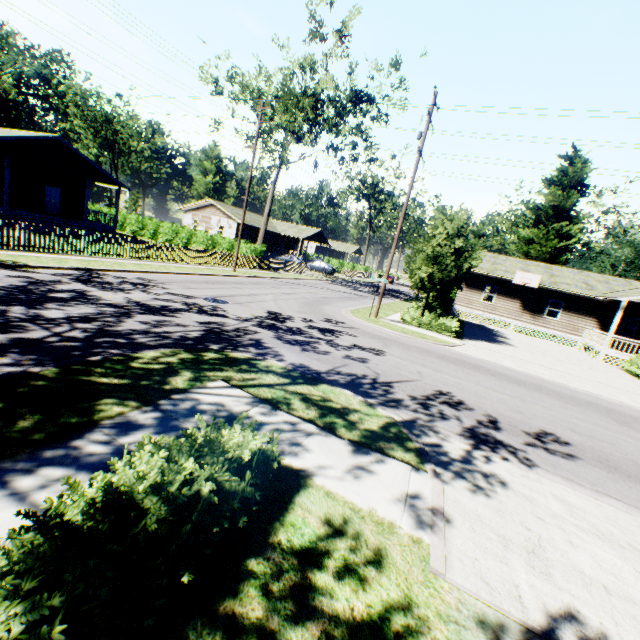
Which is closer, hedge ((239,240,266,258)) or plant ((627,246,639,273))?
hedge ((239,240,266,258))

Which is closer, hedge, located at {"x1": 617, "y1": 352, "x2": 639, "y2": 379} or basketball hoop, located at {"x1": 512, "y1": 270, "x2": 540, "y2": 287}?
hedge, located at {"x1": 617, "y1": 352, "x2": 639, "y2": 379}

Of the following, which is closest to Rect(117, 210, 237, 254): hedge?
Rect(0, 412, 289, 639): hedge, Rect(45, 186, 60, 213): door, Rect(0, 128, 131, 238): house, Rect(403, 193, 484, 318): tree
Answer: Rect(0, 128, 131, 238): house

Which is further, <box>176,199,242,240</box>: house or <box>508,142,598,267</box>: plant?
<box>176,199,242,240</box>: house

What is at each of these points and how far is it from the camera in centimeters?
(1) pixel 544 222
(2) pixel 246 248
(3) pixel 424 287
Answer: (1) plant, 3700cm
(2) hedge, 3036cm
(3) tree, 1877cm

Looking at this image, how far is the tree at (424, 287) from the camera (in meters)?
16.89

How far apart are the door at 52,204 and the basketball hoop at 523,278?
39.7 meters

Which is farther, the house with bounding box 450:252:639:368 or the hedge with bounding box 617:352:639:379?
the house with bounding box 450:252:639:368
